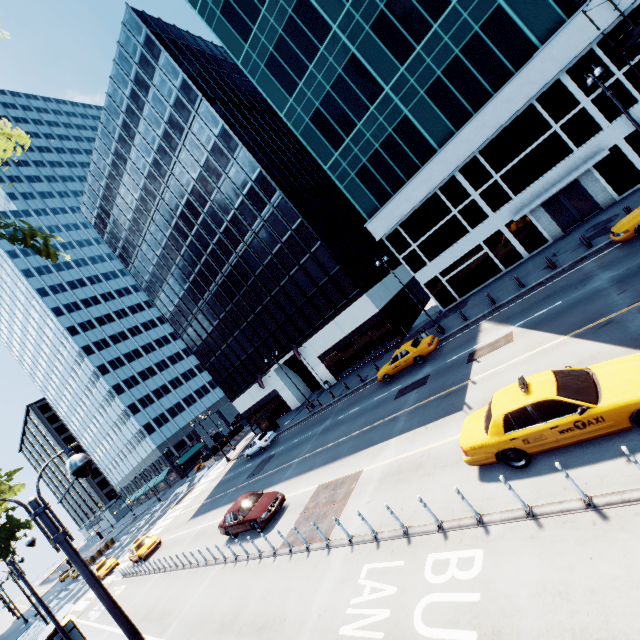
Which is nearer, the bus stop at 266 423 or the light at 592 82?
the light at 592 82

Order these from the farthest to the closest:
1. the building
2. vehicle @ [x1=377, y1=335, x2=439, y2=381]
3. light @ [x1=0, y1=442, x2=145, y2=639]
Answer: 1. vehicle @ [x1=377, y1=335, x2=439, y2=381]
2. the building
3. light @ [x1=0, y1=442, x2=145, y2=639]

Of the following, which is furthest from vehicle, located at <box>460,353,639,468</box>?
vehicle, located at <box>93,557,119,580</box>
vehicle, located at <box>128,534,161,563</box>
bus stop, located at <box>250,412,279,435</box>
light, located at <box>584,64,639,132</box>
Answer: vehicle, located at <box>93,557,119,580</box>

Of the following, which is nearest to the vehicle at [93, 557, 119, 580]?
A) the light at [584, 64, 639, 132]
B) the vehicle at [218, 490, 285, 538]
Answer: the vehicle at [218, 490, 285, 538]

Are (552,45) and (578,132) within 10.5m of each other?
yes

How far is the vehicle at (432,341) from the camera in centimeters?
2121cm

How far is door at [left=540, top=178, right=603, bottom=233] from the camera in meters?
22.4

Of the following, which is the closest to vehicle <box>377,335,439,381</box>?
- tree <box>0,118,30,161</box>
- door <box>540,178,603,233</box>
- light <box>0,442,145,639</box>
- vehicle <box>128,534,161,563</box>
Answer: door <box>540,178,603,233</box>
